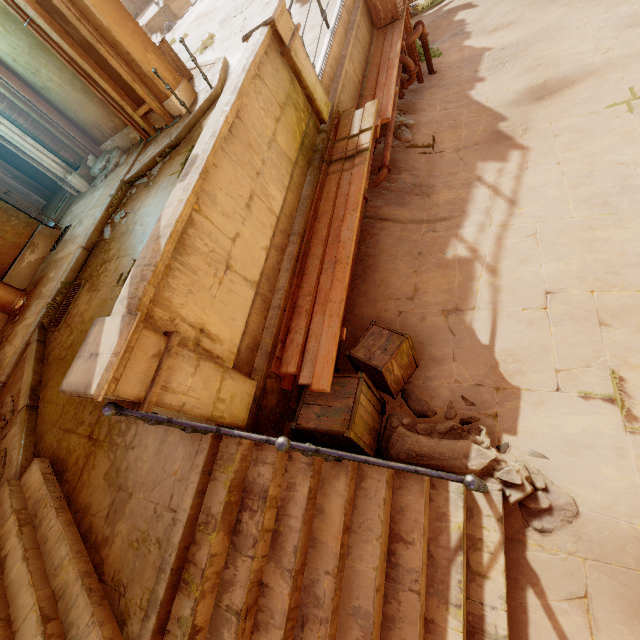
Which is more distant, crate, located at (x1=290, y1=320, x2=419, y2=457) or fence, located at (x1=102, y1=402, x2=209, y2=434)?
crate, located at (x1=290, y1=320, x2=419, y2=457)

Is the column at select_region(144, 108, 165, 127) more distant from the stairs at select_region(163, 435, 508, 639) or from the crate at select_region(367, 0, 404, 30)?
the stairs at select_region(163, 435, 508, 639)

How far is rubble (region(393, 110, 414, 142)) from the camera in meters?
7.2 m

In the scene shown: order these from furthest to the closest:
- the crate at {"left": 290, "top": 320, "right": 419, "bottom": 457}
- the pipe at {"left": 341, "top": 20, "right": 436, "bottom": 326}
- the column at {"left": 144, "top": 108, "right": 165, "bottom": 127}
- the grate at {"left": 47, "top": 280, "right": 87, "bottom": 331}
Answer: the column at {"left": 144, "top": 108, "right": 165, "bottom": 127} → the grate at {"left": 47, "top": 280, "right": 87, "bottom": 331} → the pipe at {"left": 341, "top": 20, "right": 436, "bottom": 326} → the crate at {"left": 290, "top": 320, "right": 419, "bottom": 457}

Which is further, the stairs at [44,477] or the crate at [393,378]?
the crate at [393,378]

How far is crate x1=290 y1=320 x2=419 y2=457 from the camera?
3.38m

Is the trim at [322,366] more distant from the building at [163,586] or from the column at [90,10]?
the column at [90,10]

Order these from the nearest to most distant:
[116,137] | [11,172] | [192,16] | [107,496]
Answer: [107,496] < [116,137] < [11,172] < [192,16]
